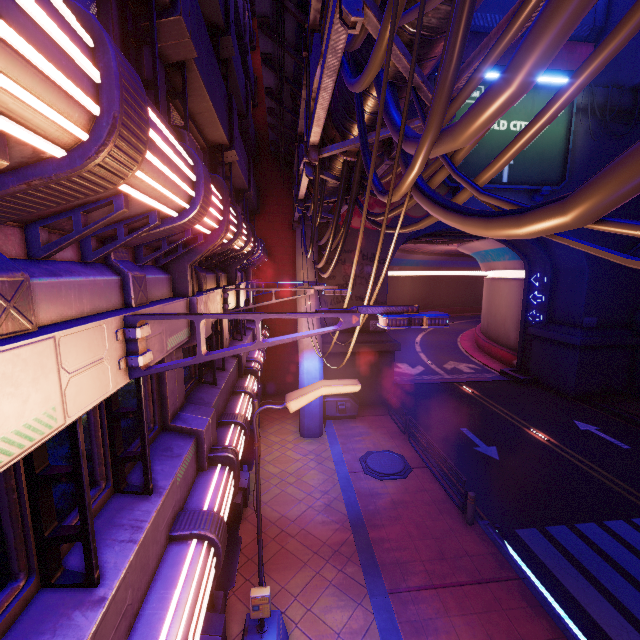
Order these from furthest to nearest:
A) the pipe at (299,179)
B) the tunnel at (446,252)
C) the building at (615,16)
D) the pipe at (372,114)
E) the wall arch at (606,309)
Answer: the tunnel at (446,252) → the wall arch at (606,309) → the building at (615,16) → the pipe at (372,114) → the pipe at (299,179)

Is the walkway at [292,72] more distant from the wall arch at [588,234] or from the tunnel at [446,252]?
the tunnel at [446,252]

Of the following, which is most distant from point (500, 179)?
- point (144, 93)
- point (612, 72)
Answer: point (144, 93)

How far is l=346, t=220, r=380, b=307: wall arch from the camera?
18.59m

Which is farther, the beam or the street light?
the beam

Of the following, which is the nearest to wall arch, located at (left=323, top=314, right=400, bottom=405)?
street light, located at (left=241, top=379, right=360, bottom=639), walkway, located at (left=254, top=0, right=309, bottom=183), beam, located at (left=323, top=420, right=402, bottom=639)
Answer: walkway, located at (left=254, top=0, right=309, bottom=183)

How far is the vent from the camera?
24.73m

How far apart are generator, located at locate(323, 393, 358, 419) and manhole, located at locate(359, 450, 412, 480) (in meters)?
3.18
